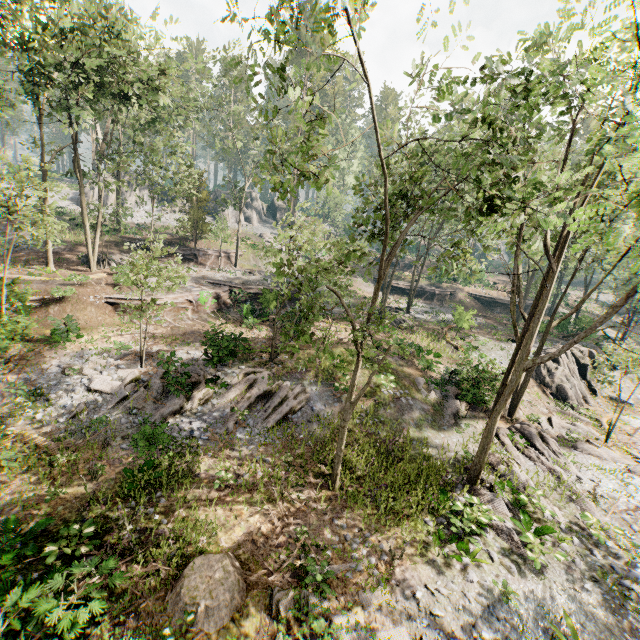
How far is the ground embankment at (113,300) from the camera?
21.66m

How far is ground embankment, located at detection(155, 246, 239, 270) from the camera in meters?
34.2

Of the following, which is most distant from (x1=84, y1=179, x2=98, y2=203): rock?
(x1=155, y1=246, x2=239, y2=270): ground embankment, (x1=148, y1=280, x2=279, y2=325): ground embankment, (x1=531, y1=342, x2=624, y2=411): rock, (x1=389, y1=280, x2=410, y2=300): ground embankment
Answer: (x1=531, y1=342, x2=624, y2=411): rock

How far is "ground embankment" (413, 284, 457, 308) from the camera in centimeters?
4338cm

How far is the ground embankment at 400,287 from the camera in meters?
44.2

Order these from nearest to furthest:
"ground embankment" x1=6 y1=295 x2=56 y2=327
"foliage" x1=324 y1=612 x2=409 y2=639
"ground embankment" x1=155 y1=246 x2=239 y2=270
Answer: "foliage" x1=324 y1=612 x2=409 y2=639, "ground embankment" x1=6 y1=295 x2=56 y2=327, "ground embankment" x1=155 y1=246 x2=239 y2=270

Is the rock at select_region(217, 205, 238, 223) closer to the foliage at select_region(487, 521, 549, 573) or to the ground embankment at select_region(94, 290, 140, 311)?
the foliage at select_region(487, 521, 549, 573)

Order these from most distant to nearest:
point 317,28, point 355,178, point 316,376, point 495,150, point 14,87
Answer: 1. point 14,87
2. point 316,376
3. point 355,178
4. point 495,150
5. point 317,28
